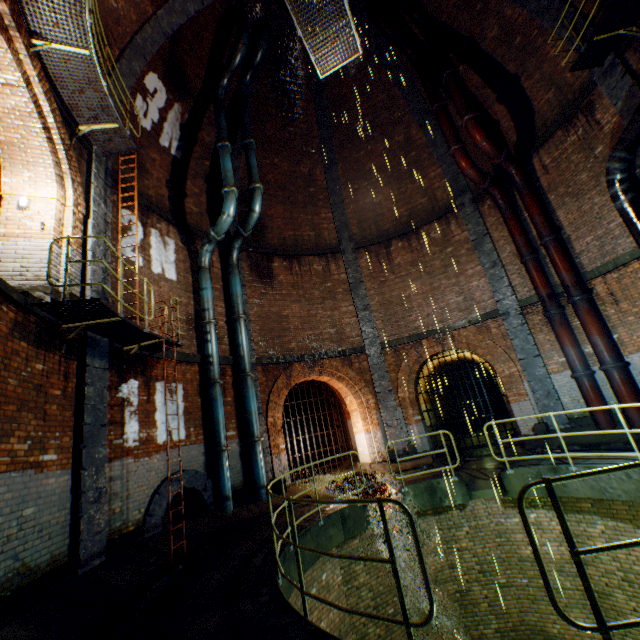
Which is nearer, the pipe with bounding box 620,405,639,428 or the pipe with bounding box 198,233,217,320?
the pipe with bounding box 620,405,639,428

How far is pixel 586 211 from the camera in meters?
10.0

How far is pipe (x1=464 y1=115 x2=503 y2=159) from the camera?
10.5m

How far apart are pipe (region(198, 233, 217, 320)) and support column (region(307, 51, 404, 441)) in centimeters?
575cm

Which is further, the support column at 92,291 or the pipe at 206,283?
the pipe at 206,283

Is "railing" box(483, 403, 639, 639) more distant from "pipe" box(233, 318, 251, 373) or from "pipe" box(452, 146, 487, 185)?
"pipe" box(233, 318, 251, 373)

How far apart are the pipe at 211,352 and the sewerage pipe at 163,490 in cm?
253

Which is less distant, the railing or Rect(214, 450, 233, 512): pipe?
the railing
